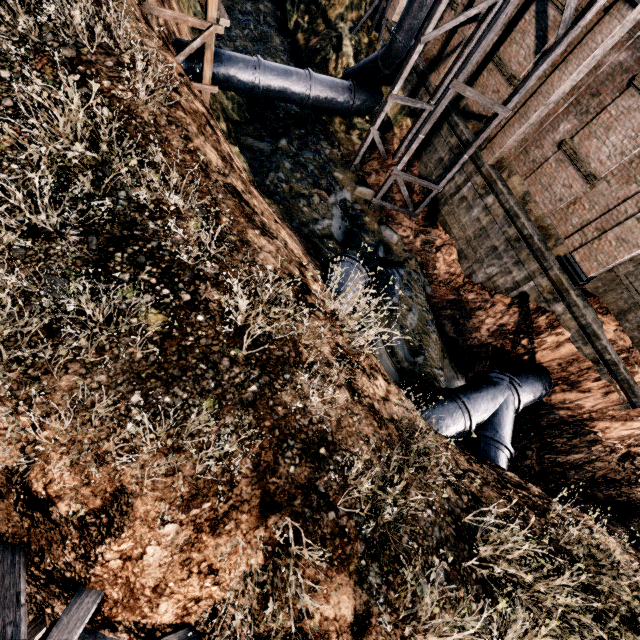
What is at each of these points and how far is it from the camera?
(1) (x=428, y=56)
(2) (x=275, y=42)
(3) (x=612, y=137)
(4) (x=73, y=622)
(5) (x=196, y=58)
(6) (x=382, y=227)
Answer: (1) building, 18.1m
(2) stone debris, 22.7m
(3) building, 11.9m
(4) wooden scaffolding, 4.9m
(5) pipe, 14.8m
(6) stone debris, 17.5m

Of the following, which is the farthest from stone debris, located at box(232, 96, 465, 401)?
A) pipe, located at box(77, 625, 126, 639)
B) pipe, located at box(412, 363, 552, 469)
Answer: pipe, located at box(77, 625, 126, 639)

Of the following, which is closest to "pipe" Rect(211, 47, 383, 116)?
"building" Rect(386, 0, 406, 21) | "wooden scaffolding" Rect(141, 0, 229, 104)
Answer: "wooden scaffolding" Rect(141, 0, 229, 104)

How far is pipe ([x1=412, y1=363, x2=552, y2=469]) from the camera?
11.0 meters

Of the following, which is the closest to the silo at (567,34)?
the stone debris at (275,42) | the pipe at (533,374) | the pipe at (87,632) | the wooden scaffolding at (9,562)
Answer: the stone debris at (275,42)

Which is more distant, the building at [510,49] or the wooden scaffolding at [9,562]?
the building at [510,49]

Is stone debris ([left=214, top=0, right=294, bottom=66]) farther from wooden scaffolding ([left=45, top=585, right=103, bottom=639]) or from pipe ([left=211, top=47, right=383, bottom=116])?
wooden scaffolding ([left=45, top=585, right=103, bottom=639])

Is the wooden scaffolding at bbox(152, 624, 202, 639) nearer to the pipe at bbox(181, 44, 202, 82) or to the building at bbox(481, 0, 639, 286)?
the building at bbox(481, 0, 639, 286)
